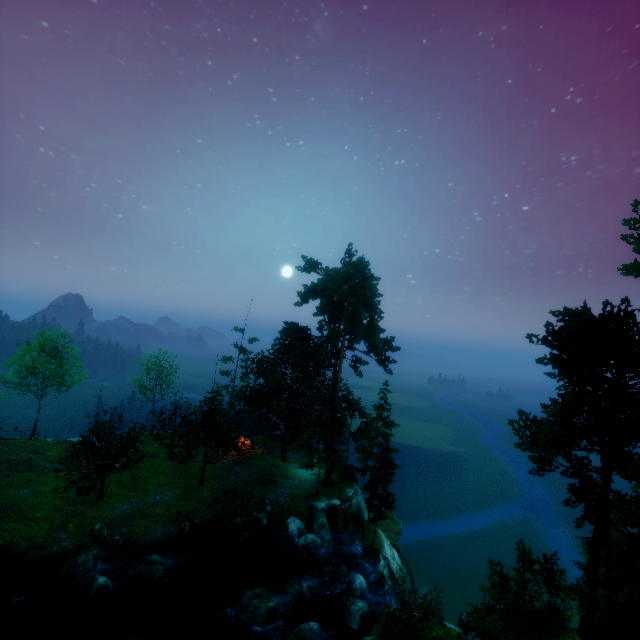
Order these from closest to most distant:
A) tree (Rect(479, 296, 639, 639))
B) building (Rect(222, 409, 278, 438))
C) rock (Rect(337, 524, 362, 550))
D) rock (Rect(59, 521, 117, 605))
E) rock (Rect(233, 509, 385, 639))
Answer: tree (Rect(479, 296, 639, 639)), rock (Rect(233, 509, 385, 639)), rock (Rect(59, 521, 117, 605)), rock (Rect(337, 524, 362, 550)), building (Rect(222, 409, 278, 438))

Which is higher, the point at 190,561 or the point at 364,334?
the point at 364,334

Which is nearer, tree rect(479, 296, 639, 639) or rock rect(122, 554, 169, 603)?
tree rect(479, 296, 639, 639)

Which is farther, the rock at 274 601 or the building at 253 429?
the building at 253 429

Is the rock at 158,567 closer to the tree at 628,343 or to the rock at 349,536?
the tree at 628,343

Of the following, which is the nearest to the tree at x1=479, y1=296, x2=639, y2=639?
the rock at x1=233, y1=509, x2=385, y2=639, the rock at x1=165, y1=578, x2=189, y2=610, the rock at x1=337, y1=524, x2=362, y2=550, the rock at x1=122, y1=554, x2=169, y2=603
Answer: the rock at x1=337, y1=524, x2=362, y2=550

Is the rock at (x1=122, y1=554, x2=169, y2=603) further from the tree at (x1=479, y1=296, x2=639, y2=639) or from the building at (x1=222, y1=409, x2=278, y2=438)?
the building at (x1=222, y1=409, x2=278, y2=438)
